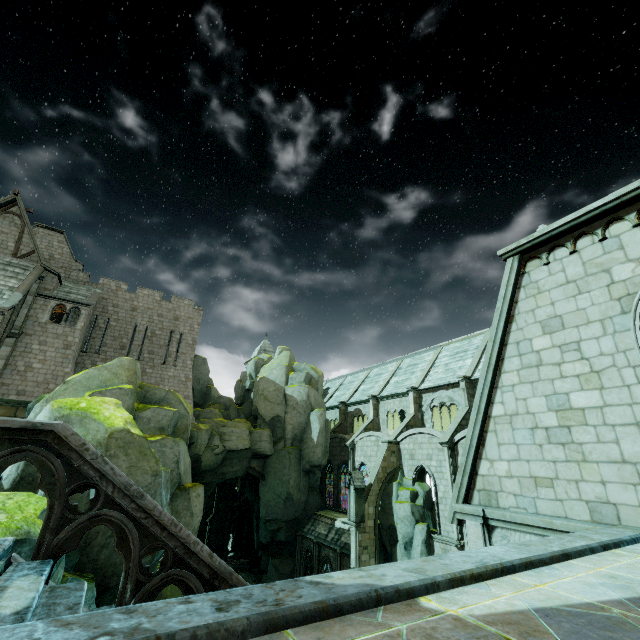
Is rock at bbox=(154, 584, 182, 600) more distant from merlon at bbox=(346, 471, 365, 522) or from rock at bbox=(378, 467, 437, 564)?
merlon at bbox=(346, 471, 365, 522)

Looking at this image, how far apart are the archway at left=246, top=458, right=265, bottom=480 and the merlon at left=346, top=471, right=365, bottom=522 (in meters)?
10.12

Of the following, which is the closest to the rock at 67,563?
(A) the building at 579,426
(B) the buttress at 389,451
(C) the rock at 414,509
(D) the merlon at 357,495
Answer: (A) the building at 579,426

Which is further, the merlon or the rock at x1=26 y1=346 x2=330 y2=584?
the merlon

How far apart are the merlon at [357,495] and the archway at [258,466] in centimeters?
1012cm

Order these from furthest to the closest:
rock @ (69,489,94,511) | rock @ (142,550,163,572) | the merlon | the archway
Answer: the archway < the merlon < rock @ (142,550,163,572) < rock @ (69,489,94,511)

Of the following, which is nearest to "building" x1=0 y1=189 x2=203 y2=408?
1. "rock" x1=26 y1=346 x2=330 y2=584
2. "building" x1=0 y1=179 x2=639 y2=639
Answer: "rock" x1=26 y1=346 x2=330 y2=584

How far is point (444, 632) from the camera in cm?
198
